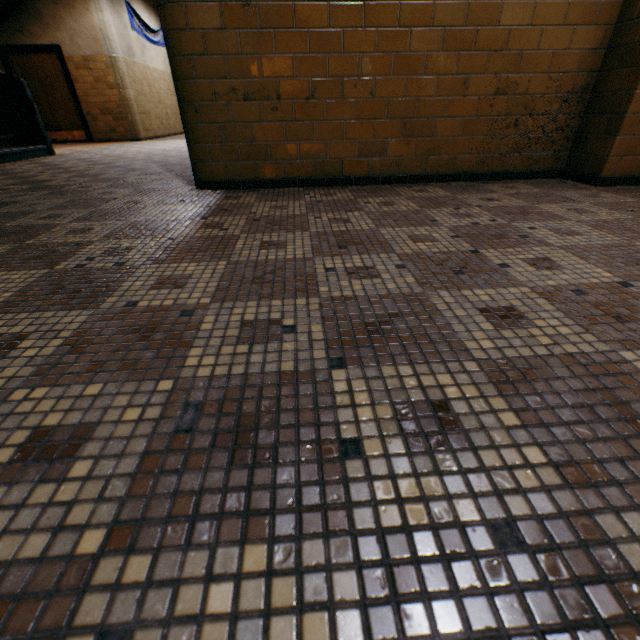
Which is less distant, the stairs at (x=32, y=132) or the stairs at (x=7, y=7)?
the stairs at (x=32, y=132)

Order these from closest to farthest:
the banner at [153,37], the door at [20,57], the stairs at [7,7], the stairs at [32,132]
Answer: the stairs at [32,132]
the stairs at [7,7]
the door at [20,57]
the banner at [153,37]

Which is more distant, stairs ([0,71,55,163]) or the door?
the door

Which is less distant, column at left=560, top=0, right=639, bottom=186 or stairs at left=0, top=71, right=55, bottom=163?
column at left=560, top=0, right=639, bottom=186

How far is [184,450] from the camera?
0.7m

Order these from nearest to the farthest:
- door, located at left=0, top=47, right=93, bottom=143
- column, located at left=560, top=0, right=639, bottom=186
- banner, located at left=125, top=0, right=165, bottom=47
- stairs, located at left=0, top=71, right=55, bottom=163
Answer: column, located at left=560, top=0, right=639, bottom=186 < stairs, located at left=0, top=71, right=55, bottom=163 < door, located at left=0, top=47, right=93, bottom=143 < banner, located at left=125, top=0, right=165, bottom=47

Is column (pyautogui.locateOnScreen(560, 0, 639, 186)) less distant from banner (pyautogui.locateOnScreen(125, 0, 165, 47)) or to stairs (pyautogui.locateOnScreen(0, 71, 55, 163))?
stairs (pyautogui.locateOnScreen(0, 71, 55, 163))
